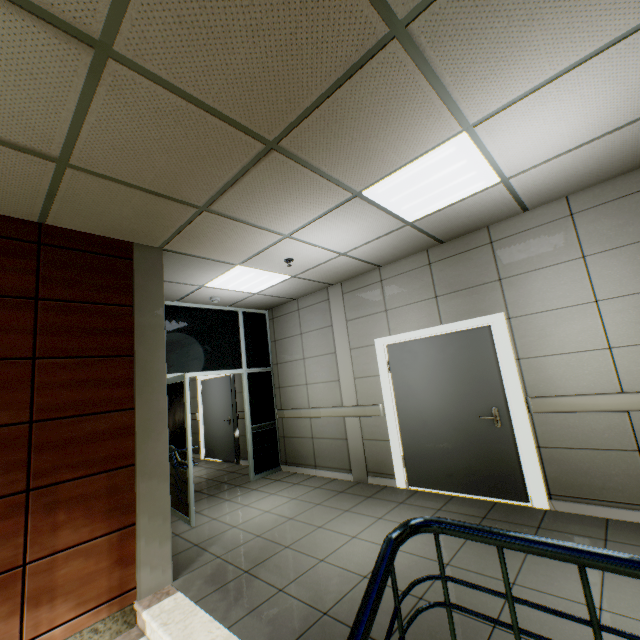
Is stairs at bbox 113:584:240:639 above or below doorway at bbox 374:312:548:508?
below

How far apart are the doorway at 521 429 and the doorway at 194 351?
2.6m

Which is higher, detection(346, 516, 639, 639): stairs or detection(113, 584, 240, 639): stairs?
detection(346, 516, 639, 639): stairs

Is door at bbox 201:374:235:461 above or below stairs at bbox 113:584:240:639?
above

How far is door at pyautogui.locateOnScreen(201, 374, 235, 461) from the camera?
7.8 meters

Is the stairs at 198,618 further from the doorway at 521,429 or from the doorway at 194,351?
the doorway at 521,429

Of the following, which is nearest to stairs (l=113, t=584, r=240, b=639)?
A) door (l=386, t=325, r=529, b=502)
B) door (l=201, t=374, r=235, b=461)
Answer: door (l=386, t=325, r=529, b=502)

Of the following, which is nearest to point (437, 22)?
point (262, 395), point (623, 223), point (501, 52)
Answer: point (501, 52)
